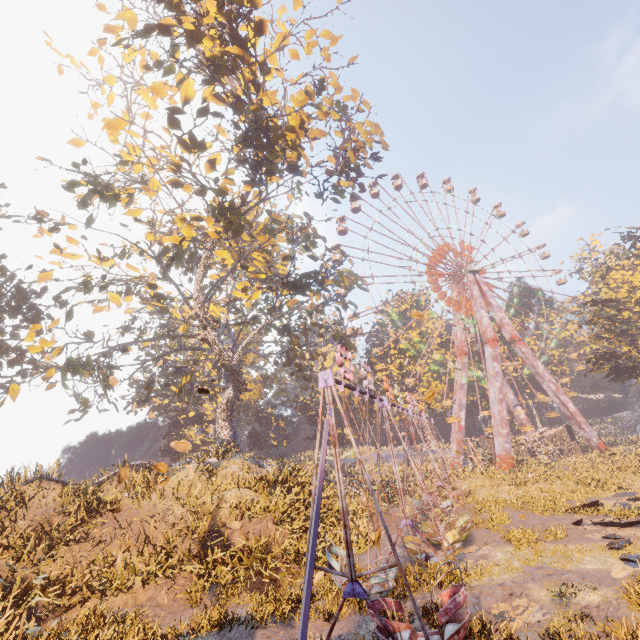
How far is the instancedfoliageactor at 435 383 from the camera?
47.08m

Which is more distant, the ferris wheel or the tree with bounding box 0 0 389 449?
the ferris wheel

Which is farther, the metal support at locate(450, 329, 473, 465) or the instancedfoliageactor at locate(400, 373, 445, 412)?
the instancedfoliageactor at locate(400, 373, 445, 412)

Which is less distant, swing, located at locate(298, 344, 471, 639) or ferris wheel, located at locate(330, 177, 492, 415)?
swing, located at locate(298, 344, 471, 639)

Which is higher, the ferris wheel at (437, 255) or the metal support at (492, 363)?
the ferris wheel at (437, 255)

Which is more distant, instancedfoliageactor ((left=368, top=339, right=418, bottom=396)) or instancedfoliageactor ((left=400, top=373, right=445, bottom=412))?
instancedfoliageactor ((left=368, top=339, right=418, bottom=396))

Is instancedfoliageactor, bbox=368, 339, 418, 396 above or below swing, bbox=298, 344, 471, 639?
above

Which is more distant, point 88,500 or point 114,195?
point 88,500
